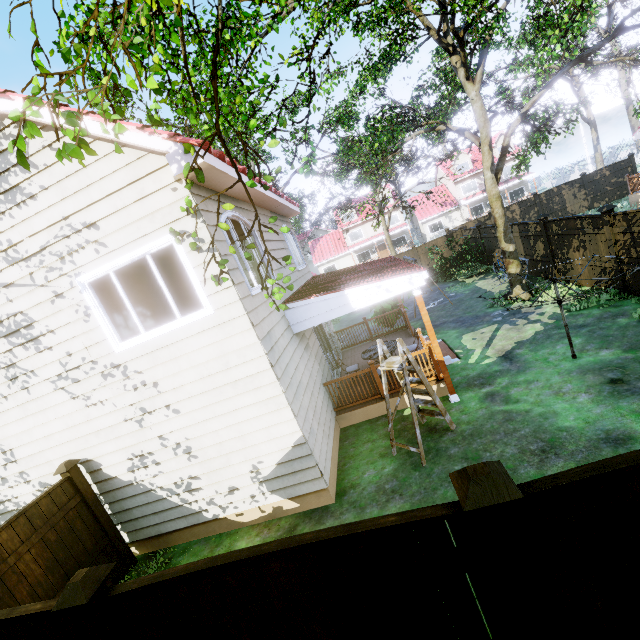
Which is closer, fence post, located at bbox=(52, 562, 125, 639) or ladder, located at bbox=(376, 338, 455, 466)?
fence post, located at bbox=(52, 562, 125, 639)

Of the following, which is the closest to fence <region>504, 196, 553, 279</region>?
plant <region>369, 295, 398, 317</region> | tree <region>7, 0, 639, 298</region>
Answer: tree <region>7, 0, 639, 298</region>

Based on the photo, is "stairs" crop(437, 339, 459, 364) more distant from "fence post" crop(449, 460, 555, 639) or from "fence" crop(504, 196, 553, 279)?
"fence post" crop(449, 460, 555, 639)

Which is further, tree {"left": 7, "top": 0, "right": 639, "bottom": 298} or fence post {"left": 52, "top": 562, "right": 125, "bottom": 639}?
tree {"left": 7, "top": 0, "right": 639, "bottom": 298}

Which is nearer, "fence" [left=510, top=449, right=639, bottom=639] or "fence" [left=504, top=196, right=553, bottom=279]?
"fence" [left=510, top=449, right=639, bottom=639]

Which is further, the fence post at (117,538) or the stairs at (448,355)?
the stairs at (448,355)

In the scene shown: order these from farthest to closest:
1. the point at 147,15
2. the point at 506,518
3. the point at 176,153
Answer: the point at 176,153
the point at 147,15
the point at 506,518

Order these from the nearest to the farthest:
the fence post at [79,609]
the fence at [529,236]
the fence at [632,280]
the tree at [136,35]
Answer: the fence post at [79,609] → the tree at [136,35] → the fence at [632,280] → the fence at [529,236]
